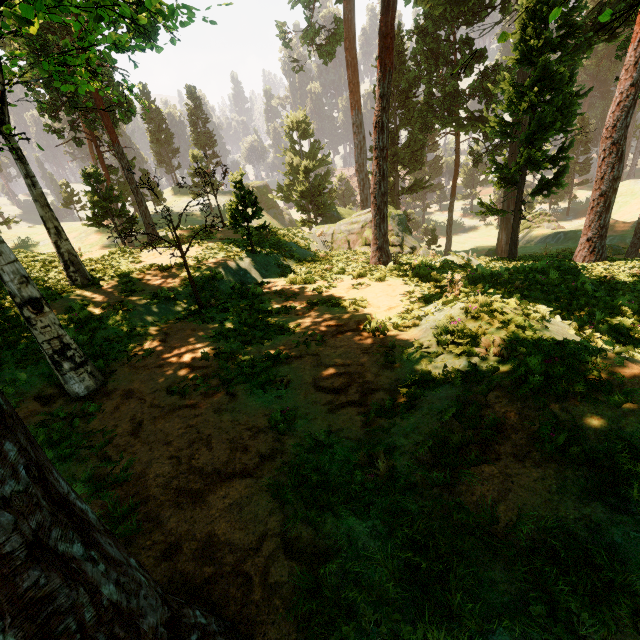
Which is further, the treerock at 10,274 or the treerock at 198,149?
the treerock at 198,149

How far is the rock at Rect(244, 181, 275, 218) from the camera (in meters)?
57.45

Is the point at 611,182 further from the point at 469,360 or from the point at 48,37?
the point at 48,37

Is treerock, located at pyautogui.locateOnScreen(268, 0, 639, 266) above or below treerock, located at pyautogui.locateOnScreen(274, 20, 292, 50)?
below

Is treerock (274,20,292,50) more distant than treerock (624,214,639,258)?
Yes

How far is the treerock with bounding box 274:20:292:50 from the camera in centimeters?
3455cm

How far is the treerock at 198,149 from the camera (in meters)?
13.66
